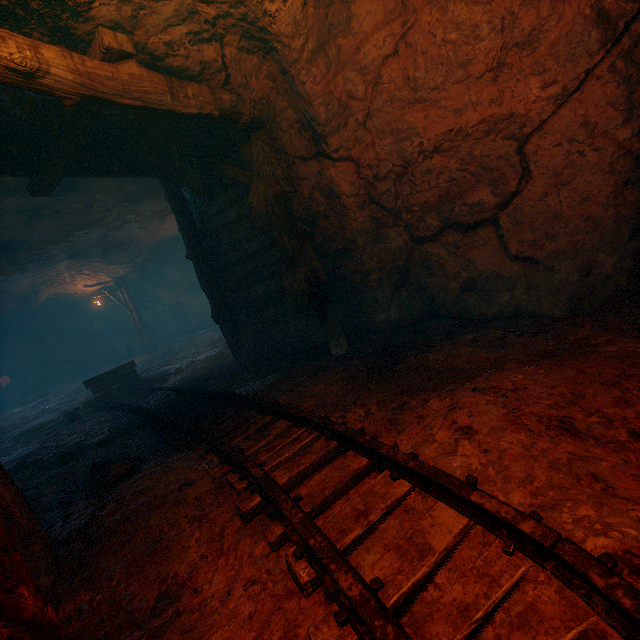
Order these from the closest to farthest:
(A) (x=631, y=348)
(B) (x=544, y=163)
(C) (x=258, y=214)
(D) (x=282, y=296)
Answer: (A) (x=631, y=348), (B) (x=544, y=163), (C) (x=258, y=214), (D) (x=282, y=296)

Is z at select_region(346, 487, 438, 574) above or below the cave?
below

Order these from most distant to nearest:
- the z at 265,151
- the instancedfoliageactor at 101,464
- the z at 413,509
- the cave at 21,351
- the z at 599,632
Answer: the cave at 21,351 → the instancedfoliageactor at 101,464 → the z at 265,151 → the z at 413,509 → the z at 599,632

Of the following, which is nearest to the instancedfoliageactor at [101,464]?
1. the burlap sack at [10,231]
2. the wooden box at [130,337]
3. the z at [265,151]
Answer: the z at [265,151]

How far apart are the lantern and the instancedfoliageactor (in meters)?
17.14

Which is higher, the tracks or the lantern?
the lantern

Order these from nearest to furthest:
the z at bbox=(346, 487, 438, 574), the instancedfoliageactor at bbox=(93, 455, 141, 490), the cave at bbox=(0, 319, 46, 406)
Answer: the z at bbox=(346, 487, 438, 574) < the instancedfoliageactor at bbox=(93, 455, 141, 490) < the cave at bbox=(0, 319, 46, 406)

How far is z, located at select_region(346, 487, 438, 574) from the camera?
1.7 meters
